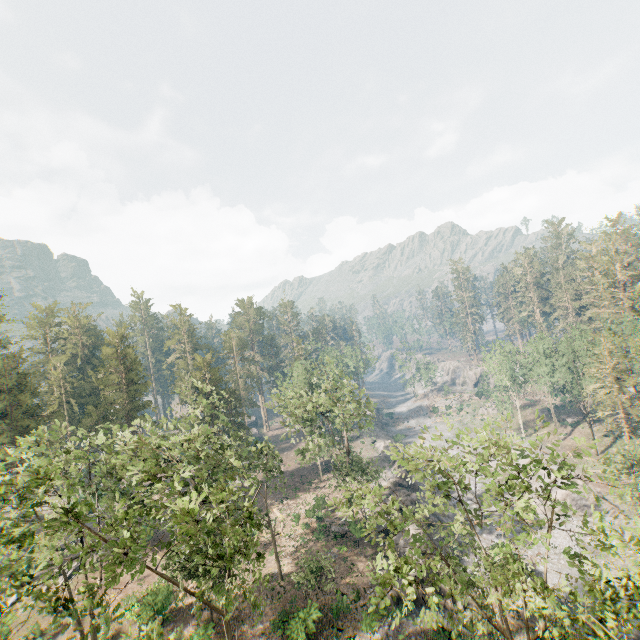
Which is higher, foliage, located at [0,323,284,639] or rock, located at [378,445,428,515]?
foliage, located at [0,323,284,639]

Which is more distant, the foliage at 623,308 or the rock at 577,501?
the rock at 577,501

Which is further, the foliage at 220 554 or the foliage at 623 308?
the foliage at 623 308

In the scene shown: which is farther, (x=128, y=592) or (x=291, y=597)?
(x=128, y=592)

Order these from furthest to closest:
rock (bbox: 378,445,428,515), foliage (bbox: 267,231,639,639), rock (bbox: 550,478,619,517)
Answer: rock (bbox: 378,445,428,515), rock (bbox: 550,478,619,517), foliage (bbox: 267,231,639,639)

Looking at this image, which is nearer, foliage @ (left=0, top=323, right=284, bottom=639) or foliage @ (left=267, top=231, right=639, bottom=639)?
foliage @ (left=0, top=323, right=284, bottom=639)

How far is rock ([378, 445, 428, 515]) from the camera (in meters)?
39.81
